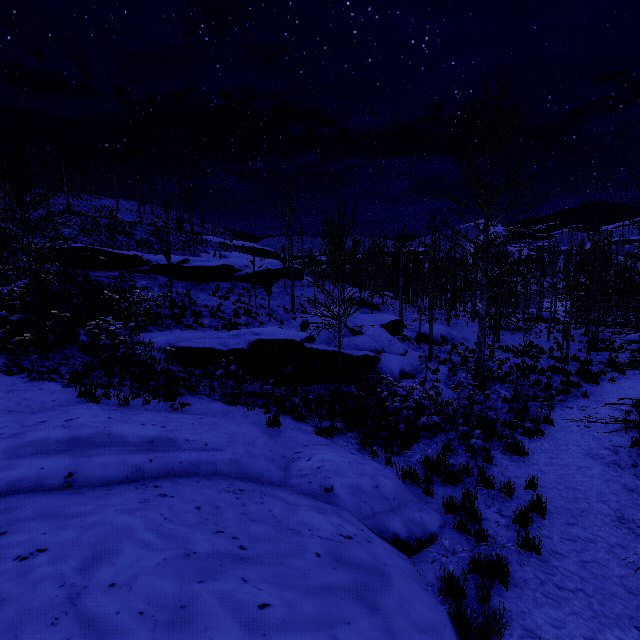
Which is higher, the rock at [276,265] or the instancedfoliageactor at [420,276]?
the rock at [276,265]

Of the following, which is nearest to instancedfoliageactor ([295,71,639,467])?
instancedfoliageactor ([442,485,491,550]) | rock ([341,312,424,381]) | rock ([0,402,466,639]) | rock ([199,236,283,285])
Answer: rock ([199,236,283,285])

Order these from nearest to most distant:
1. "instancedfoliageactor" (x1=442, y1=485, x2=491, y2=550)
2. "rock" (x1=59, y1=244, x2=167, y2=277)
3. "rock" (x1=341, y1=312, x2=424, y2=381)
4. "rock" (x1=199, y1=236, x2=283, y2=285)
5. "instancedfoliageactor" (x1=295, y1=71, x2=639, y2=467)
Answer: "instancedfoliageactor" (x1=442, y1=485, x2=491, y2=550)
"instancedfoliageactor" (x1=295, y1=71, x2=639, y2=467)
"rock" (x1=341, y1=312, x2=424, y2=381)
"rock" (x1=59, y1=244, x2=167, y2=277)
"rock" (x1=199, y1=236, x2=283, y2=285)

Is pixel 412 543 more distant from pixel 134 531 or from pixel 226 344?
pixel 226 344

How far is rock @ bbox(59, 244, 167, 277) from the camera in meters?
20.5 m

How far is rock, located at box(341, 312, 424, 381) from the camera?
14.9m

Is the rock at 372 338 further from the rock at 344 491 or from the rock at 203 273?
the rock at 203 273
